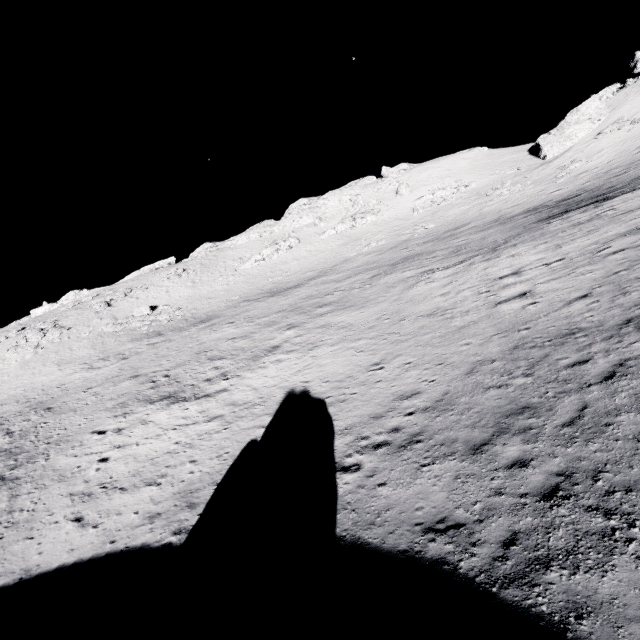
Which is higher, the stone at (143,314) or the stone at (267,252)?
the stone at (267,252)

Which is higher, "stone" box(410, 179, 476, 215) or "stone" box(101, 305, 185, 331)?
"stone" box(410, 179, 476, 215)

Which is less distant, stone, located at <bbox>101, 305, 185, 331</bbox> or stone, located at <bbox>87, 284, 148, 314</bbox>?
stone, located at <bbox>101, 305, 185, 331</bbox>

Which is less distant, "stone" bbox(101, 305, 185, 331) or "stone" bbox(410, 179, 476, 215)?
"stone" bbox(101, 305, 185, 331)

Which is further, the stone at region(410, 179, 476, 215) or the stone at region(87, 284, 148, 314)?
the stone at region(410, 179, 476, 215)

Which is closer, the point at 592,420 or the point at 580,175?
the point at 592,420

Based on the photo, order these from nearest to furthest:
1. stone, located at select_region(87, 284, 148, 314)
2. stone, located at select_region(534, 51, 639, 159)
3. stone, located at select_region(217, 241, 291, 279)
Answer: Result: stone, located at select_region(87, 284, 148, 314) → stone, located at select_region(534, 51, 639, 159) → stone, located at select_region(217, 241, 291, 279)

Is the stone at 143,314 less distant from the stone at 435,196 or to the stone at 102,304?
the stone at 102,304
